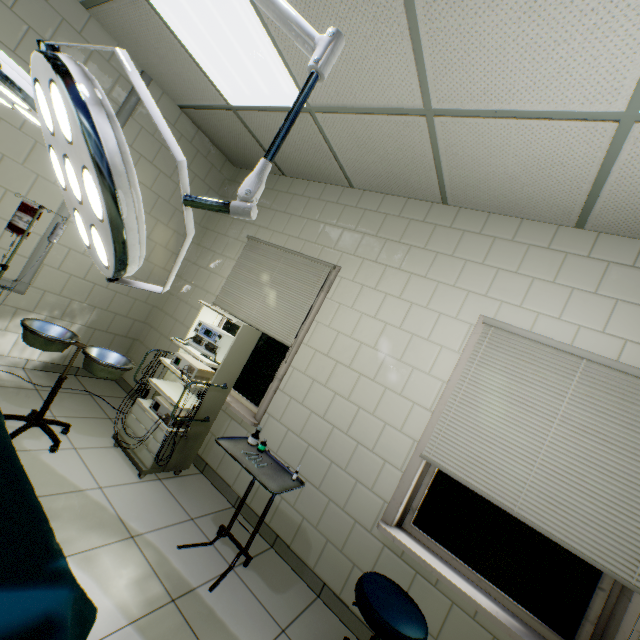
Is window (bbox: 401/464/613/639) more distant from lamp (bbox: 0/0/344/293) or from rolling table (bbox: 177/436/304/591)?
lamp (bbox: 0/0/344/293)

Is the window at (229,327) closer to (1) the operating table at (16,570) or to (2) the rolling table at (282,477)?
(2) the rolling table at (282,477)

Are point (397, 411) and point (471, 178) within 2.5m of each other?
yes

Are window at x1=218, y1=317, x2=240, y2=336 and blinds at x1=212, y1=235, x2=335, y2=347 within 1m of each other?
yes

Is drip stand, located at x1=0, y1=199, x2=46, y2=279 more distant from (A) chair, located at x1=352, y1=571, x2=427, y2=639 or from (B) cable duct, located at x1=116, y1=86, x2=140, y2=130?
(A) chair, located at x1=352, y1=571, x2=427, y2=639

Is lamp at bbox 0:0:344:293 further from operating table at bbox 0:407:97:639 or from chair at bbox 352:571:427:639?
chair at bbox 352:571:427:639

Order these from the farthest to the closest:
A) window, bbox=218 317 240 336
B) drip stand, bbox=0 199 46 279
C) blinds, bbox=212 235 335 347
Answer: window, bbox=218 317 240 336 < blinds, bbox=212 235 335 347 < drip stand, bbox=0 199 46 279

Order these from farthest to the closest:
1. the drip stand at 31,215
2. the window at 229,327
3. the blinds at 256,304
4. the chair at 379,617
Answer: the window at 229,327
the blinds at 256,304
the drip stand at 31,215
the chair at 379,617
